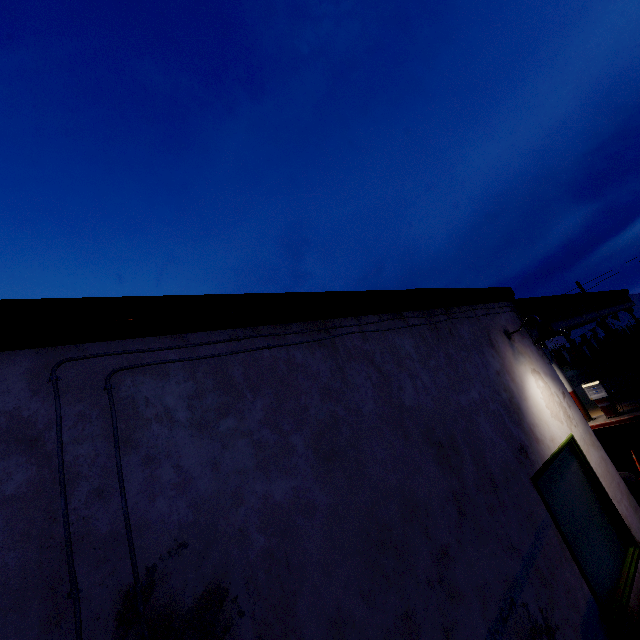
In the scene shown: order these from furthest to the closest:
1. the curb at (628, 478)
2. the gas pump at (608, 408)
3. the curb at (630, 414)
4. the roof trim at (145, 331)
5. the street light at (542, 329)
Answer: the gas pump at (608, 408)
the curb at (630, 414)
the curb at (628, 478)
the street light at (542, 329)
the roof trim at (145, 331)

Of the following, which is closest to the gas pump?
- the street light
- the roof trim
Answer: the roof trim

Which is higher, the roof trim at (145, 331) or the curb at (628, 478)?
the roof trim at (145, 331)

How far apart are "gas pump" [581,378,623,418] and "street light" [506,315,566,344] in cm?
1195

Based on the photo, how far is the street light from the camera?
4.62m

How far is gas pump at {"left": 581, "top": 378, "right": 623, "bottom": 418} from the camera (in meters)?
13.29

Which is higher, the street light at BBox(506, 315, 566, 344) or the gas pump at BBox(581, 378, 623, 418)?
the street light at BBox(506, 315, 566, 344)

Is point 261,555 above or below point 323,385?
below
